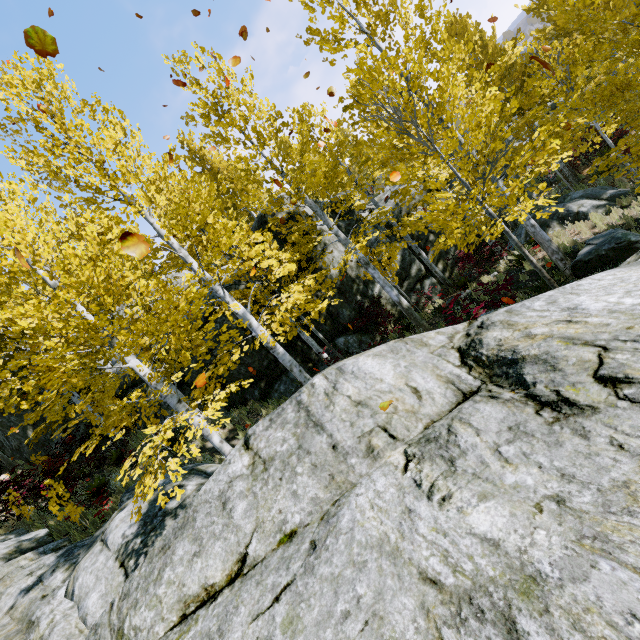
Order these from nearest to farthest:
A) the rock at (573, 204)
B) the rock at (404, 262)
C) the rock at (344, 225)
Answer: the rock at (573, 204) → the rock at (404, 262) → the rock at (344, 225)

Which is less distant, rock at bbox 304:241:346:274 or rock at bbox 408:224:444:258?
rock at bbox 304:241:346:274

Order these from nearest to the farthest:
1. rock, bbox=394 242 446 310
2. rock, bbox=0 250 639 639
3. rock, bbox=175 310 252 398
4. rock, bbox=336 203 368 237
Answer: rock, bbox=0 250 639 639 < rock, bbox=175 310 252 398 < rock, bbox=394 242 446 310 < rock, bbox=336 203 368 237

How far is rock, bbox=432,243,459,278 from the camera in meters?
14.6

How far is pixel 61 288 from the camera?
6.1m

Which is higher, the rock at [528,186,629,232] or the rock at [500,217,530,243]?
the rock at [500,217,530,243]

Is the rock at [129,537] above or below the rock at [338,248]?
below
